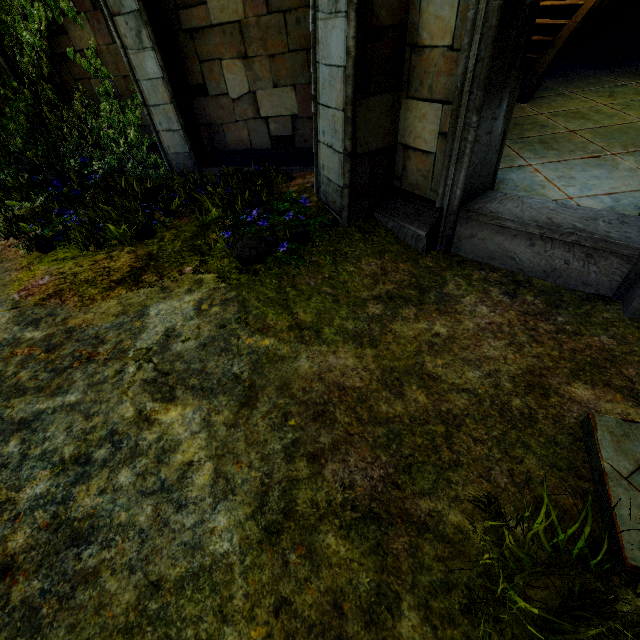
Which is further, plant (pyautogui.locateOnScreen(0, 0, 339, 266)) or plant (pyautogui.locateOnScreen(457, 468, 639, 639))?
plant (pyautogui.locateOnScreen(0, 0, 339, 266))

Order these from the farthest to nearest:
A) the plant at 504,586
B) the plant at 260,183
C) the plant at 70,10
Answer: the plant at 70,10, the plant at 260,183, the plant at 504,586

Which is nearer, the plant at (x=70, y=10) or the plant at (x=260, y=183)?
the plant at (x=260, y=183)

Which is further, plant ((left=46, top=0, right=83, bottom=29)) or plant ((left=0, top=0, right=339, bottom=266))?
plant ((left=46, top=0, right=83, bottom=29))

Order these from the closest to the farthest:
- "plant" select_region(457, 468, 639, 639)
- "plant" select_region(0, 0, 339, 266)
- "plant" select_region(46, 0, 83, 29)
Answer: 1. "plant" select_region(457, 468, 639, 639)
2. "plant" select_region(0, 0, 339, 266)
3. "plant" select_region(46, 0, 83, 29)

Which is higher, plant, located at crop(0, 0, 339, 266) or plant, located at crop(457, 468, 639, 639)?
plant, located at crop(0, 0, 339, 266)

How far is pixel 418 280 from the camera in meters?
3.6
